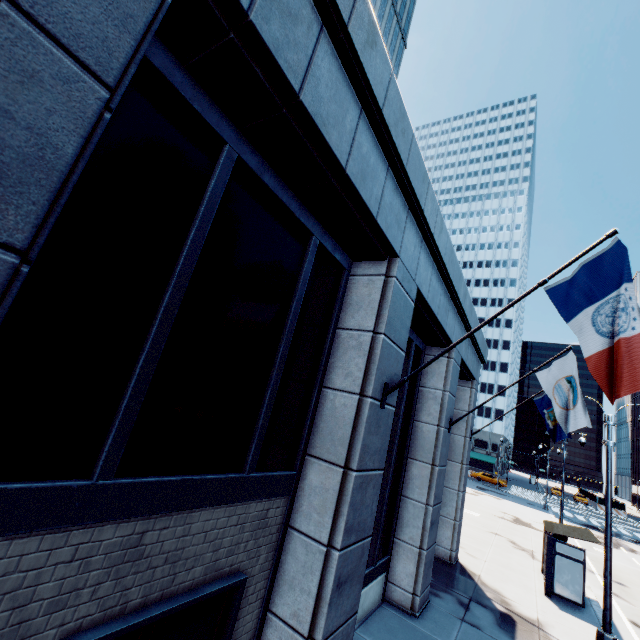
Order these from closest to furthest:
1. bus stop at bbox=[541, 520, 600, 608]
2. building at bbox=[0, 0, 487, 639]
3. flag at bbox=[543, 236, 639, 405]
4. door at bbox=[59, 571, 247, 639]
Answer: building at bbox=[0, 0, 487, 639] < door at bbox=[59, 571, 247, 639] < flag at bbox=[543, 236, 639, 405] < bus stop at bbox=[541, 520, 600, 608]

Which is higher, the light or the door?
the door

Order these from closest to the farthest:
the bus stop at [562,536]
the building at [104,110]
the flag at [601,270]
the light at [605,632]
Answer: the building at [104,110]
the flag at [601,270]
the light at [605,632]
the bus stop at [562,536]

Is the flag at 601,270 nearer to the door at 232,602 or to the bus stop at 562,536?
the door at 232,602

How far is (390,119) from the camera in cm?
480

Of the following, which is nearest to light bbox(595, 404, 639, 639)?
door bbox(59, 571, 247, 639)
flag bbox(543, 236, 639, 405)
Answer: flag bbox(543, 236, 639, 405)

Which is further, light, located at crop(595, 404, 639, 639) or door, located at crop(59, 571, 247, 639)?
light, located at crop(595, 404, 639, 639)

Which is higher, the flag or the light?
the flag
